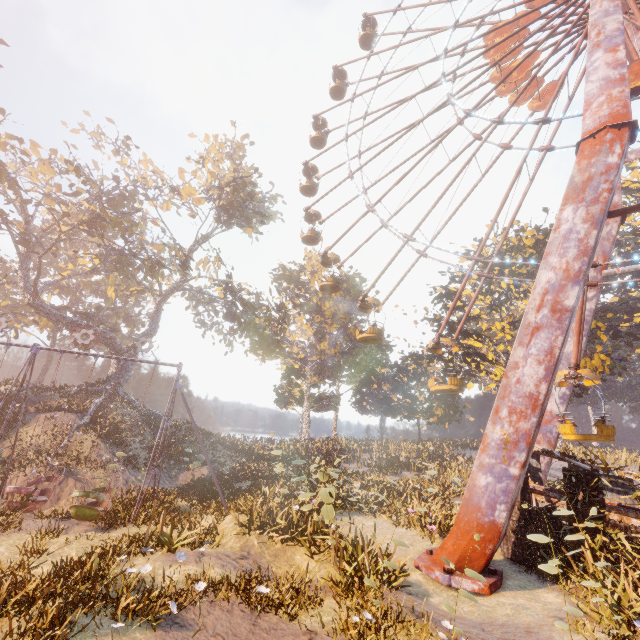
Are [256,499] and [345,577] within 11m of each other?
yes

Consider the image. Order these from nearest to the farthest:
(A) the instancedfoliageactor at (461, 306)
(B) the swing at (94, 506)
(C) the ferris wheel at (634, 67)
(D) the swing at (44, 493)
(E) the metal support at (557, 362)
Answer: (E) the metal support at (557, 362) → (B) the swing at (94, 506) → (D) the swing at (44, 493) → (C) the ferris wheel at (634, 67) → (A) the instancedfoliageactor at (461, 306)

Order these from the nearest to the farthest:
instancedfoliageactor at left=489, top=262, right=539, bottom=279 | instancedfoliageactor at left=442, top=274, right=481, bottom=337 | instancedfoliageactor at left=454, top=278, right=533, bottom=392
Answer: instancedfoliageactor at left=454, top=278, right=533, bottom=392 < instancedfoliageactor at left=442, top=274, right=481, bottom=337 < instancedfoliageactor at left=489, top=262, right=539, bottom=279

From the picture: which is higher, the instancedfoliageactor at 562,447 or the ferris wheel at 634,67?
the ferris wheel at 634,67

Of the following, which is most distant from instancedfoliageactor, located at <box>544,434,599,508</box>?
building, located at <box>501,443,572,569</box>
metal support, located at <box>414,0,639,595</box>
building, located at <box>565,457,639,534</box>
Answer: building, located at <box>501,443,572,569</box>

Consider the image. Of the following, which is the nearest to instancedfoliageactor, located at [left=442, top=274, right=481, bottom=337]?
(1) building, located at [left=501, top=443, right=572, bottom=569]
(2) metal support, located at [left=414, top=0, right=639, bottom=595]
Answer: (2) metal support, located at [left=414, top=0, right=639, bottom=595]

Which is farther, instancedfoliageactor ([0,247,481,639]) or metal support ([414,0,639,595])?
metal support ([414,0,639,595])

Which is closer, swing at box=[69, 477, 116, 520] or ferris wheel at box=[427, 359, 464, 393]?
swing at box=[69, 477, 116, 520]
